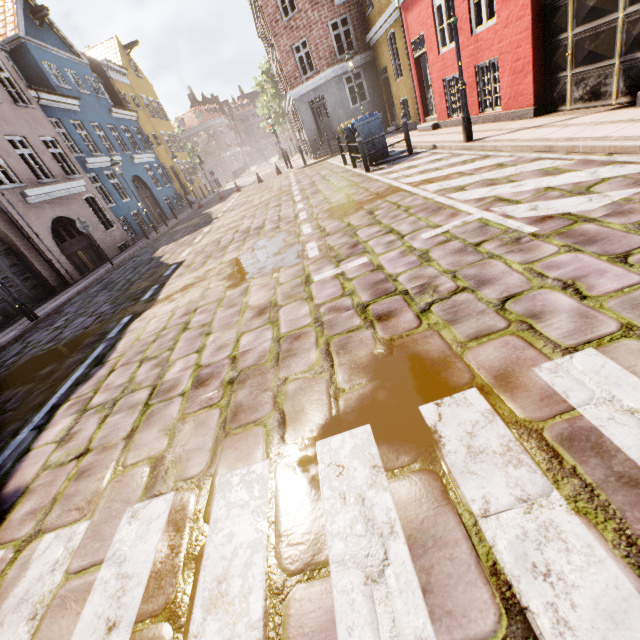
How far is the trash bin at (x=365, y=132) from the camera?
9.7m

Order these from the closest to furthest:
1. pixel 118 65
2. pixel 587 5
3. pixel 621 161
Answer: pixel 621 161 → pixel 587 5 → pixel 118 65

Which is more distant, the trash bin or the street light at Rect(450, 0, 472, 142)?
the trash bin

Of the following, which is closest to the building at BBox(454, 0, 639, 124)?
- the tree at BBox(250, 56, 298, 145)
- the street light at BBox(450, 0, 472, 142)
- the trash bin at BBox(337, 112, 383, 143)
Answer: the tree at BBox(250, 56, 298, 145)

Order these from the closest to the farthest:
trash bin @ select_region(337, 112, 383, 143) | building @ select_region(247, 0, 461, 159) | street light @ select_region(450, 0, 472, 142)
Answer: street light @ select_region(450, 0, 472, 142)
trash bin @ select_region(337, 112, 383, 143)
building @ select_region(247, 0, 461, 159)

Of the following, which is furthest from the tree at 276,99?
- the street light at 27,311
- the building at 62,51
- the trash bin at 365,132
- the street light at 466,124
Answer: the street light at 27,311

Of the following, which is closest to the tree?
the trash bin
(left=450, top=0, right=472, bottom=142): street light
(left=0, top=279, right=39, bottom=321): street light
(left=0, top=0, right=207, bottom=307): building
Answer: (left=0, top=0, right=207, bottom=307): building

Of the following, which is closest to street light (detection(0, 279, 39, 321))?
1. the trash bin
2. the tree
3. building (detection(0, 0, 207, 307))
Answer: the trash bin
